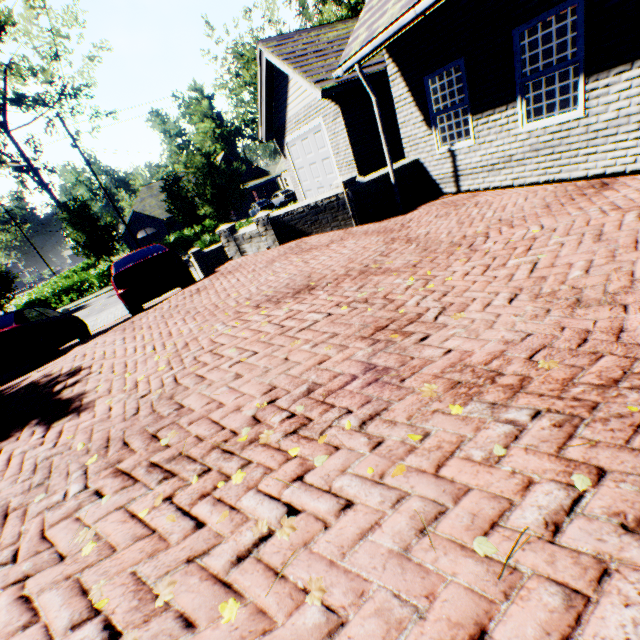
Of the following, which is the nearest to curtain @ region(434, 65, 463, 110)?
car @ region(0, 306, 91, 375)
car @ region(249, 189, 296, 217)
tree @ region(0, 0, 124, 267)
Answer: car @ region(0, 306, 91, 375)

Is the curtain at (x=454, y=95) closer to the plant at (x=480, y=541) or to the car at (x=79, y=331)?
the plant at (x=480, y=541)

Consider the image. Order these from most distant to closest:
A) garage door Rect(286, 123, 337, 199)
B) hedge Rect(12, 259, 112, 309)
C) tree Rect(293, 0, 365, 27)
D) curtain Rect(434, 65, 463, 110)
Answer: hedge Rect(12, 259, 112, 309) → tree Rect(293, 0, 365, 27) → garage door Rect(286, 123, 337, 199) → curtain Rect(434, 65, 463, 110)

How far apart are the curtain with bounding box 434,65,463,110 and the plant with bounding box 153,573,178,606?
7.96m

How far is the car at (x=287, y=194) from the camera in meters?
22.2

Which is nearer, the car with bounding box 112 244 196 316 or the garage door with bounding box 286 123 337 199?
the car with bounding box 112 244 196 316

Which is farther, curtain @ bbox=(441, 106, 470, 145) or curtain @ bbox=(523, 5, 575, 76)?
curtain @ bbox=(441, 106, 470, 145)

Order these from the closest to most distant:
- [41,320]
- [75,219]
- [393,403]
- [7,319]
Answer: [393,403] < [7,319] < [41,320] < [75,219]
